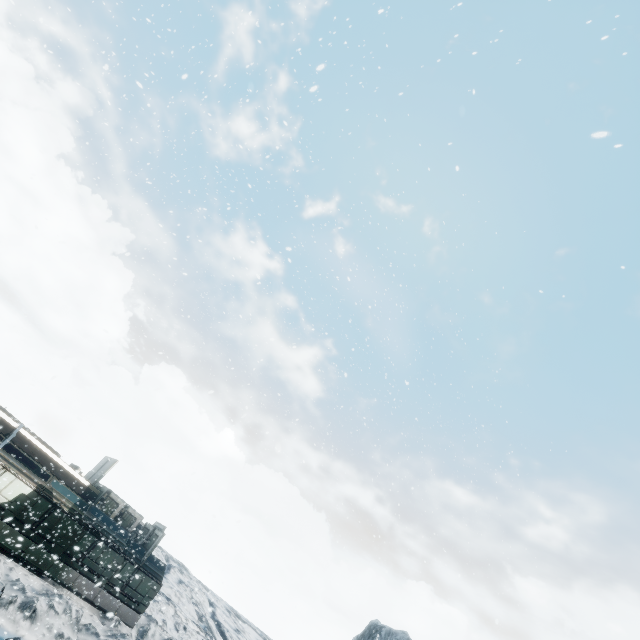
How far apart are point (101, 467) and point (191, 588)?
27.5m
